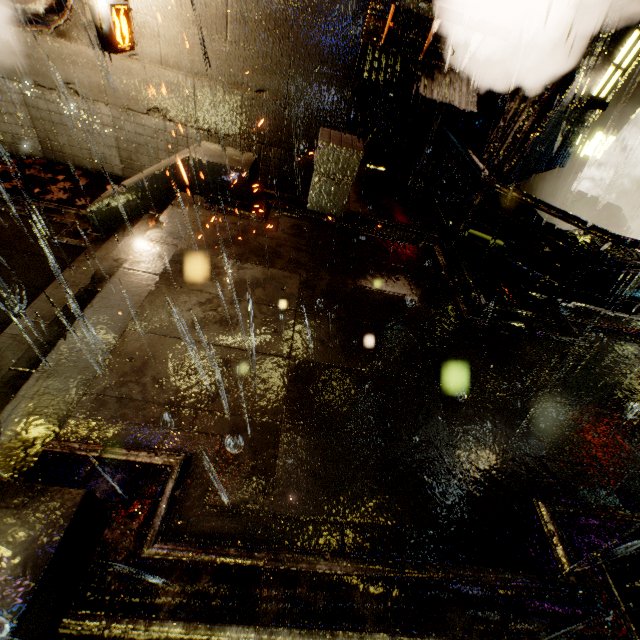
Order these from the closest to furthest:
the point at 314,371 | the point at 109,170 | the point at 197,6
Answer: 1. the point at 314,371
2. the point at 197,6
3. the point at 109,170

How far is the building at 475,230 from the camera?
8.09m

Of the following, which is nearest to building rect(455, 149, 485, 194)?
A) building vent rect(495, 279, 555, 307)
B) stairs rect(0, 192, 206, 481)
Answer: building vent rect(495, 279, 555, 307)

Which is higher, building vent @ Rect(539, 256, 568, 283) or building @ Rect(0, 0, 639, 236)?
building @ Rect(0, 0, 639, 236)

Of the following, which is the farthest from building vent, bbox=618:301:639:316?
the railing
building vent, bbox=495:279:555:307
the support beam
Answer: the support beam

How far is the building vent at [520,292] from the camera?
A: 12.1m

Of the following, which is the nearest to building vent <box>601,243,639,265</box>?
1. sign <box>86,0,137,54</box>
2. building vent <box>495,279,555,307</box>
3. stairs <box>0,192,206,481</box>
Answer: building vent <box>495,279,555,307</box>
